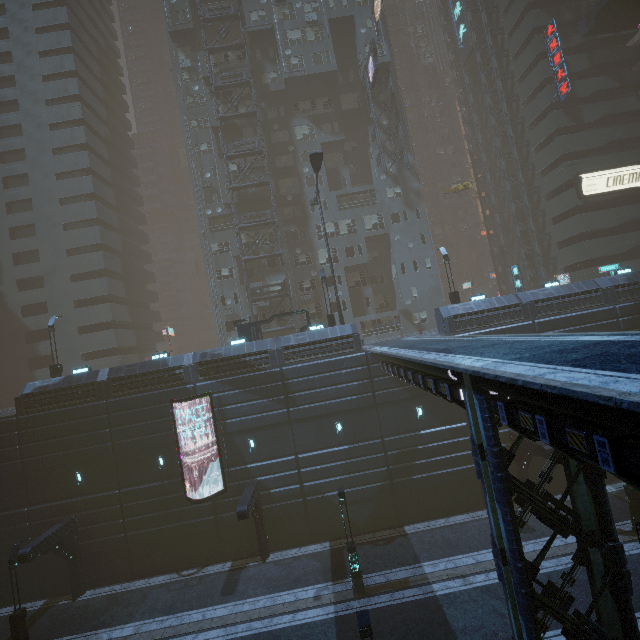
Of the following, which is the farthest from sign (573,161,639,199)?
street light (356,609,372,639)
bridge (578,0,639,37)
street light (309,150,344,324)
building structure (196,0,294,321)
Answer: street light (356,609,372,639)

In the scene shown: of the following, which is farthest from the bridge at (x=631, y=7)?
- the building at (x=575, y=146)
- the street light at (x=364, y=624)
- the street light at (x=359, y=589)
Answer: the street light at (x=359, y=589)

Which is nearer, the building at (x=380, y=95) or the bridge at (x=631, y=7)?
the bridge at (x=631, y=7)

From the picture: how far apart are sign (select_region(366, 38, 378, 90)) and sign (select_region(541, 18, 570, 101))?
19.69m

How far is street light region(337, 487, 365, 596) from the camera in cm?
1653

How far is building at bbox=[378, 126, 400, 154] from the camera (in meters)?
37.84

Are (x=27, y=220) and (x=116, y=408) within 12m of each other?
no
